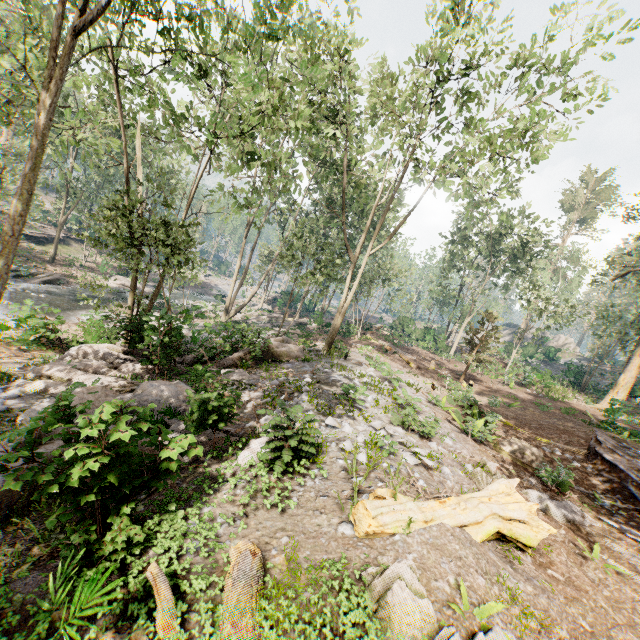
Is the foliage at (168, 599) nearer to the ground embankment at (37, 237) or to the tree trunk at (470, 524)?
the ground embankment at (37, 237)

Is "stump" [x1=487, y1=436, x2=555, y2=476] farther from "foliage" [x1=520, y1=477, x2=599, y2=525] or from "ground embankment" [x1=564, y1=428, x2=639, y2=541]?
"foliage" [x1=520, y1=477, x2=599, y2=525]

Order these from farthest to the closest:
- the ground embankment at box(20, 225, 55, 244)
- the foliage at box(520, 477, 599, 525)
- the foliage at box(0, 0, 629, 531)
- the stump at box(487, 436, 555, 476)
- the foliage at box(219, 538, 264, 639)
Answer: the ground embankment at box(20, 225, 55, 244) < the stump at box(487, 436, 555, 476) < the foliage at box(520, 477, 599, 525) < the foliage at box(0, 0, 629, 531) < the foliage at box(219, 538, 264, 639)

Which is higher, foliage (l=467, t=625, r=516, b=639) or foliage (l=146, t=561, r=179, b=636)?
foliage (l=467, t=625, r=516, b=639)

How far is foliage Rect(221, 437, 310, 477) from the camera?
6.7m

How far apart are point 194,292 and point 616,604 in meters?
50.8

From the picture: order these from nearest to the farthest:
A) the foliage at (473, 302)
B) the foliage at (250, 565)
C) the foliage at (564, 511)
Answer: the foliage at (250, 565) → the foliage at (473, 302) → the foliage at (564, 511)

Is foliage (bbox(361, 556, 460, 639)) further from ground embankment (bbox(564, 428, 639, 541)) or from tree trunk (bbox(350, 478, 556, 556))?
tree trunk (bbox(350, 478, 556, 556))
